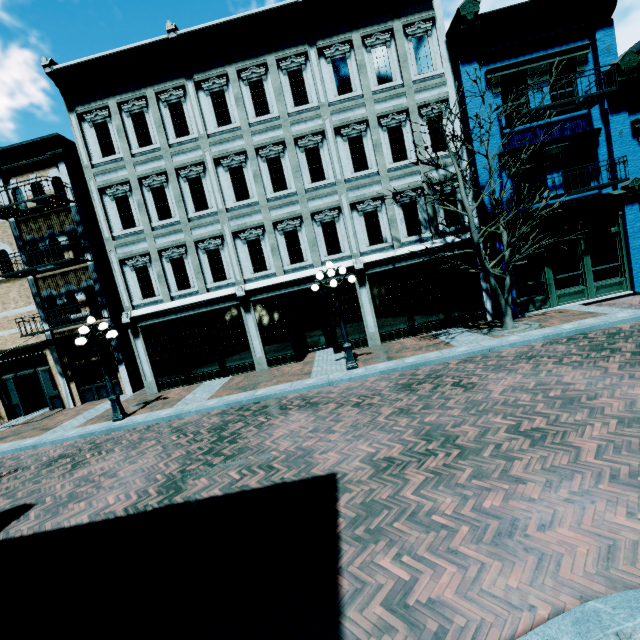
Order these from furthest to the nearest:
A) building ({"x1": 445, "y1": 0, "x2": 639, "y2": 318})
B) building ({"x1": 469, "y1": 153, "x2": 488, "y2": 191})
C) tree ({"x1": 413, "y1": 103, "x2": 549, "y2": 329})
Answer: building ({"x1": 469, "y1": 153, "x2": 488, "y2": 191})
building ({"x1": 445, "y1": 0, "x2": 639, "y2": 318})
tree ({"x1": 413, "y1": 103, "x2": 549, "y2": 329})

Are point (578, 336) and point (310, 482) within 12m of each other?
yes

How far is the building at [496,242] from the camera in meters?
12.4

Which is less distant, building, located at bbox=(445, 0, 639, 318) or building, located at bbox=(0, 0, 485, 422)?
building, located at bbox=(445, 0, 639, 318)

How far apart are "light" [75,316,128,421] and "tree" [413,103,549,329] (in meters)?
12.15

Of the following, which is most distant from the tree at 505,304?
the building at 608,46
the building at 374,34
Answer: the building at 374,34

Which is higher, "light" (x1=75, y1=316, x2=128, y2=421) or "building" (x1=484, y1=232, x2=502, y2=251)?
"building" (x1=484, y1=232, x2=502, y2=251)

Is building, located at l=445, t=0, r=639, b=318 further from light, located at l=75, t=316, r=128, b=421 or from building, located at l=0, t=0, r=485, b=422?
light, located at l=75, t=316, r=128, b=421
